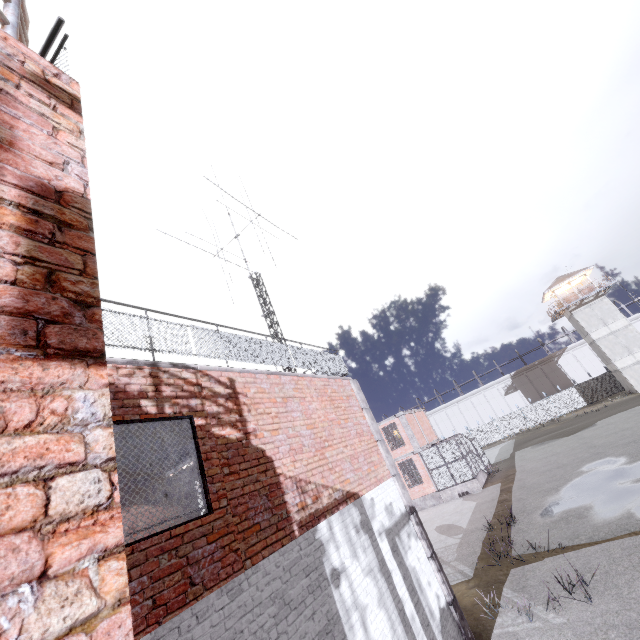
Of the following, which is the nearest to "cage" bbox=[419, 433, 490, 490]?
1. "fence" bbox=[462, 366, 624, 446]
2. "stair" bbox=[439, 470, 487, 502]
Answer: "stair" bbox=[439, 470, 487, 502]

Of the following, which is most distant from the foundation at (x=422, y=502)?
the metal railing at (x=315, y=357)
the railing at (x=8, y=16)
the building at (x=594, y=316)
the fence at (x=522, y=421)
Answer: the building at (x=594, y=316)

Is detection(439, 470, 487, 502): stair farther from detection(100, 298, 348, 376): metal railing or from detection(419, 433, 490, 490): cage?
detection(100, 298, 348, 376): metal railing

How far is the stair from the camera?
23.33m

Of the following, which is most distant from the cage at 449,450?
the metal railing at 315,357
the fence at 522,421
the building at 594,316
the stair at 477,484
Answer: the building at 594,316

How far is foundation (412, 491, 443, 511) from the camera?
24.5m

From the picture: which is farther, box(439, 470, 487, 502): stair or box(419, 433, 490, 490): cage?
box(419, 433, 490, 490): cage

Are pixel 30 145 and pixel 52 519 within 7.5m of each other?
yes
